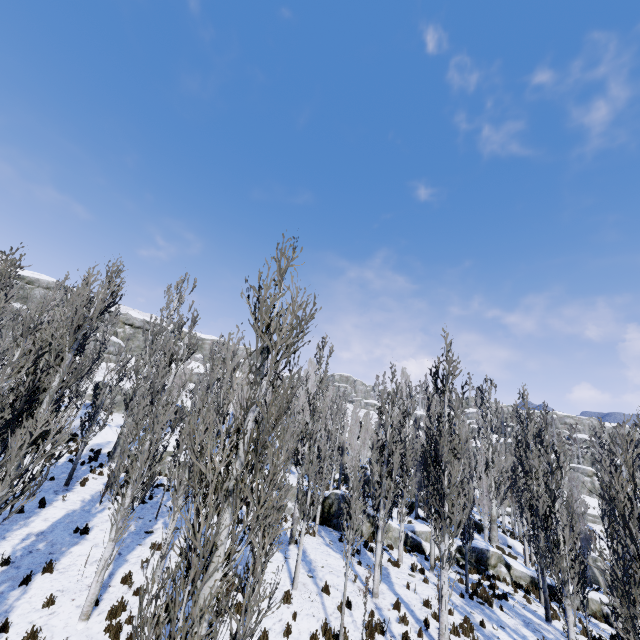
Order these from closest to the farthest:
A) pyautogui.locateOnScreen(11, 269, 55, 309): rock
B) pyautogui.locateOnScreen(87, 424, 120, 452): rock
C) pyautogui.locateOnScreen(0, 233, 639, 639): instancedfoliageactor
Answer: pyautogui.locateOnScreen(0, 233, 639, 639): instancedfoliageactor < pyautogui.locateOnScreen(87, 424, 120, 452): rock < pyautogui.locateOnScreen(11, 269, 55, 309): rock

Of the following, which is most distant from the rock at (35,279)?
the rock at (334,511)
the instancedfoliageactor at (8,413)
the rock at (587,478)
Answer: the rock at (587,478)

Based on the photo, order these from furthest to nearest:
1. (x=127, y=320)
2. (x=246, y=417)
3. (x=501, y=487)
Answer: (x=127, y=320) < (x=501, y=487) < (x=246, y=417)

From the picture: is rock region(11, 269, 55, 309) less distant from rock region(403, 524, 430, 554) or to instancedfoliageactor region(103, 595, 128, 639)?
instancedfoliageactor region(103, 595, 128, 639)

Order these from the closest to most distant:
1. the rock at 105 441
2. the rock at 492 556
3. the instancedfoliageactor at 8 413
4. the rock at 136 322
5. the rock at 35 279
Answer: the instancedfoliageactor at 8 413 → the rock at 492 556 → the rock at 105 441 → the rock at 35 279 → the rock at 136 322

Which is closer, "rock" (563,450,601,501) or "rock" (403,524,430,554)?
"rock" (403,524,430,554)

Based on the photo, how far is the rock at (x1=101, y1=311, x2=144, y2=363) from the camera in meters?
48.7 m
